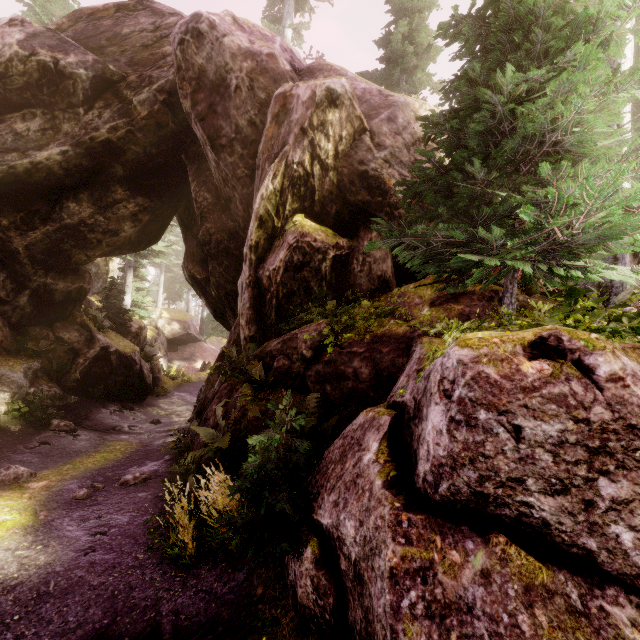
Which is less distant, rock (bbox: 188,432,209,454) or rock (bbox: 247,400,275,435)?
rock (bbox: 247,400,275,435)

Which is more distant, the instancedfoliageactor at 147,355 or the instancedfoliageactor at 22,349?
the instancedfoliageactor at 147,355

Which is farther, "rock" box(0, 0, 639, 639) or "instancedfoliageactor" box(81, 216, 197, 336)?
"instancedfoliageactor" box(81, 216, 197, 336)

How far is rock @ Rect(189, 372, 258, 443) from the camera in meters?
6.7 m

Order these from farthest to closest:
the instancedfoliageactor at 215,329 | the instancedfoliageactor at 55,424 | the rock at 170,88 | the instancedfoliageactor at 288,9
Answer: the instancedfoliageactor at 215,329, the instancedfoliageactor at 288,9, the instancedfoliageactor at 55,424, the rock at 170,88

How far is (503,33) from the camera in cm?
452

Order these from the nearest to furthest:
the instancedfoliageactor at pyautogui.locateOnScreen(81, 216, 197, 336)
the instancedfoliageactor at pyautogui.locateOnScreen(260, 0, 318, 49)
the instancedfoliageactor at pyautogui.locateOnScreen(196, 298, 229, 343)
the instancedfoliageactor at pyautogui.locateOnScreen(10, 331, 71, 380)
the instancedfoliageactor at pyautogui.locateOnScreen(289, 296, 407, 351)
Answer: the instancedfoliageactor at pyautogui.locateOnScreen(289, 296, 407, 351), the instancedfoliageactor at pyautogui.locateOnScreen(10, 331, 71, 380), the instancedfoliageactor at pyautogui.locateOnScreen(260, 0, 318, 49), the instancedfoliageactor at pyautogui.locateOnScreen(81, 216, 197, 336), the instancedfoliageactor at pyautogui.locateOnScreen(196, 298, 229, 343)

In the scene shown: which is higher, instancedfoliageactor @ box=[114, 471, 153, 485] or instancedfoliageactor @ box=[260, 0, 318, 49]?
instancedfoliageactor @ box=[260, 0, 318, 49]
